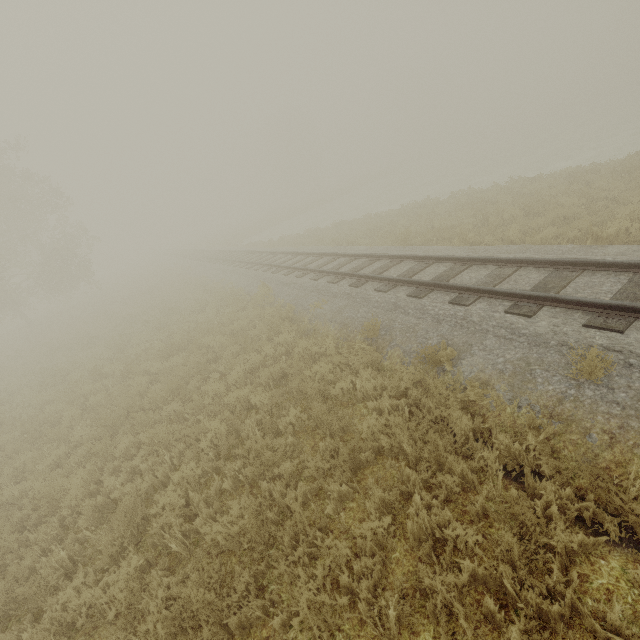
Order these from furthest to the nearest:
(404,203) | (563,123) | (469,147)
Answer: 1. (469,147)
2. (563,123)
3. (404,203)
